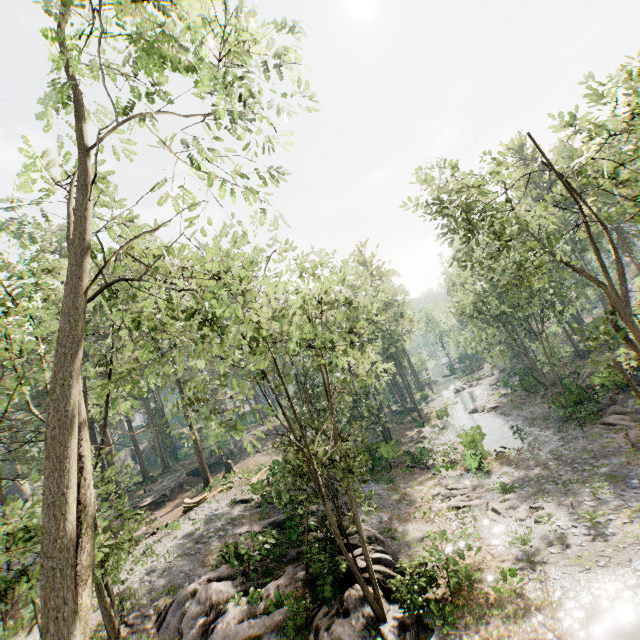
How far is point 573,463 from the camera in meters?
22.2

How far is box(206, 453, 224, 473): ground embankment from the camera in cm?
4195

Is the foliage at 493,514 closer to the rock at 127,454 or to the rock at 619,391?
the rock at 619,391

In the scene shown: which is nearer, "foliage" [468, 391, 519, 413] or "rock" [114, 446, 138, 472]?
"foliage" [468, 391, 519, 413]

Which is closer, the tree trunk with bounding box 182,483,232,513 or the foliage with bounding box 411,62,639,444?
the foliage with bounding box 411,62,639,444

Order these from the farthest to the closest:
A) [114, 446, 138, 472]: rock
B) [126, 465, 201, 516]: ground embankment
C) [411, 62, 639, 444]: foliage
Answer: [114, 446, 138, 472]: rock < [126, 465, 201, 516]: ground embankment < [411, 62, 639, 444]: foliage

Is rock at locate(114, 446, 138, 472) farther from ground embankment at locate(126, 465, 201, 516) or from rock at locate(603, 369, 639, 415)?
rock at locate(603, 369, 639, 415)

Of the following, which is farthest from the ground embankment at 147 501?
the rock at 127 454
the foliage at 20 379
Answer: the rock at 127 454
